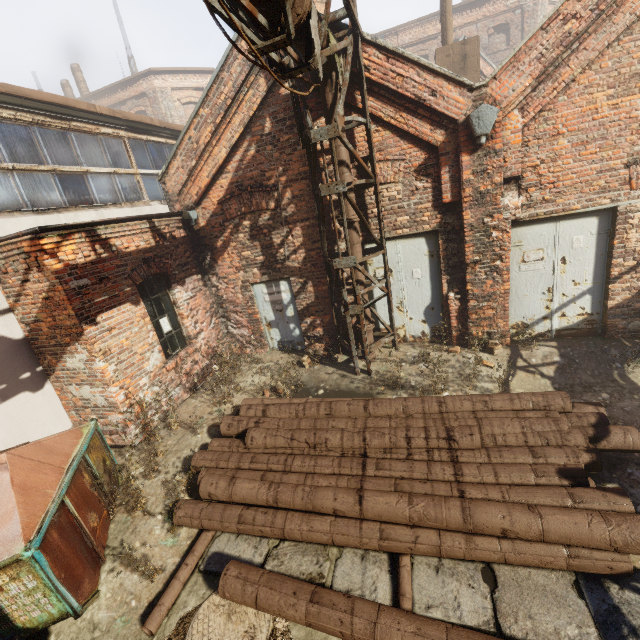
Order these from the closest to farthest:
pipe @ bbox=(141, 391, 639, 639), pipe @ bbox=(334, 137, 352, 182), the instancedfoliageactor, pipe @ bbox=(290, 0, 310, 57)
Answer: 1. pipe @ bbox=(141, 391, 639, 639)
2. pipe @ bbox=(290, 0, 310, 57)
3. pipe @ bbox=(334, 137, 352, 182)
4. the instancedfoliageactor

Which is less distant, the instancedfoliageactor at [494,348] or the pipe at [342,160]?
the pipe at [342,160]

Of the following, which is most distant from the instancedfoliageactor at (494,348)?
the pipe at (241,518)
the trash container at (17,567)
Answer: the trash container at (17,567)

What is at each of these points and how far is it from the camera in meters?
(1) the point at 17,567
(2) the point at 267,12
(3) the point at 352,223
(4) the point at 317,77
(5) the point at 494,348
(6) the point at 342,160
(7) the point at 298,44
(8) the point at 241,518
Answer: (1) trash container, 3.0 m
(2) pipe, 3.4 m
(3) pipe, 6.4 m
(4) pipe, 5.9 m
(5) instancedfoliageactor, 6.5 m
(6) pipe, 6.0 m
(7) pipe, 4.3 m
(8) pipe, 4.0 m

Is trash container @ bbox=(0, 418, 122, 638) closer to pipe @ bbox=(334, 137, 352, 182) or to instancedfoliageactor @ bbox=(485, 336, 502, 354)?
pipe @ bbox=(334, 137, 352, 182)

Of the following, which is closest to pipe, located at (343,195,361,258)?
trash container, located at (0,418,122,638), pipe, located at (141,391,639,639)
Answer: pipe, located at (141,391,639,639)

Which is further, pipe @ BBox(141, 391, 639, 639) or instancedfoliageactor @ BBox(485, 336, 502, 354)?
instancedfoliageactor @ BBox(485, 336, 502, 354)
